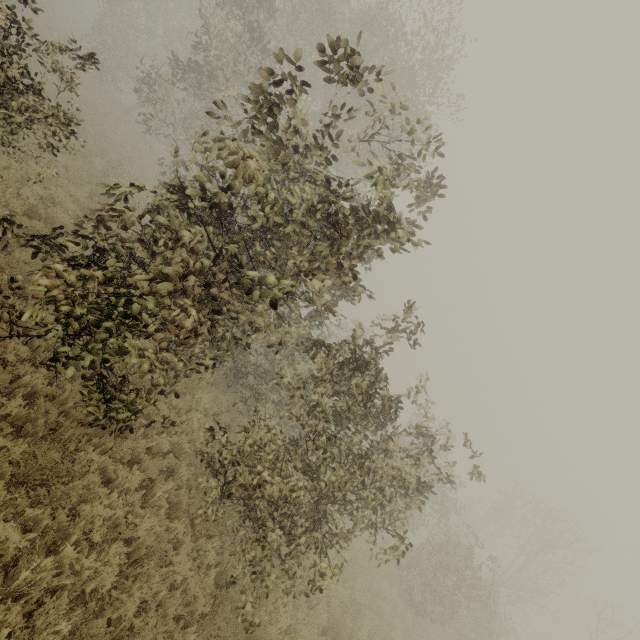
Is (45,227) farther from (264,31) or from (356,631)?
(356,631)
